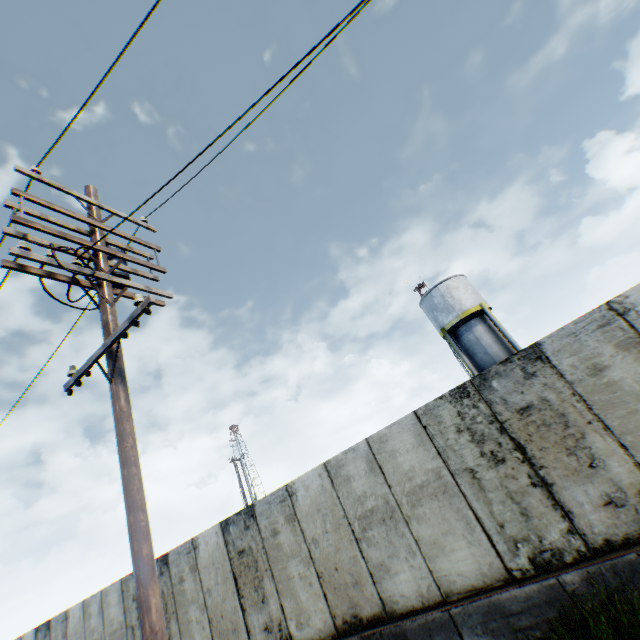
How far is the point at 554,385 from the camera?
5.32m

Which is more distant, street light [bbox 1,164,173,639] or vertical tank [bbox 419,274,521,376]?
vertical tank [bbox 419,274,521,376]

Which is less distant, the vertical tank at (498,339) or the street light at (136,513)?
the street light at (136,513)

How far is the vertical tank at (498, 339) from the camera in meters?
21.8 m

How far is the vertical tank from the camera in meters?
21.8
